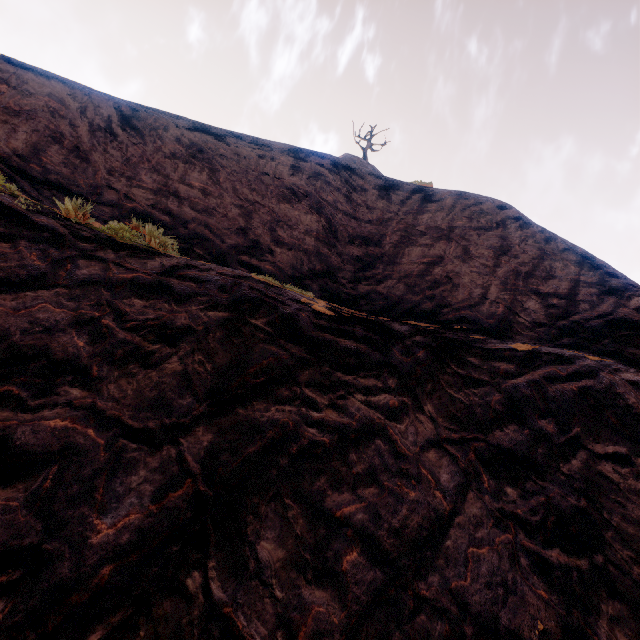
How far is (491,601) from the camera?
2.30m
